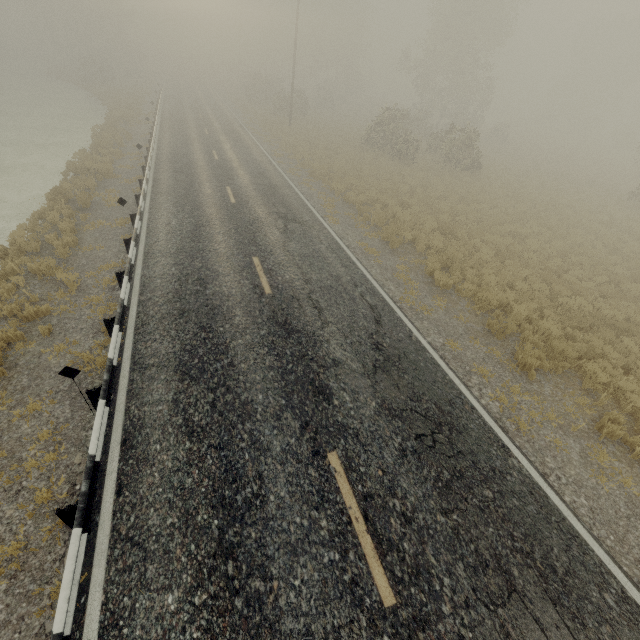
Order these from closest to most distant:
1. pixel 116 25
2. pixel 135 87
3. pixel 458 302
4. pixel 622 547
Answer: pixel 622 547 → pixel 458 302 → pixel 135 87 → pixel 116 25
